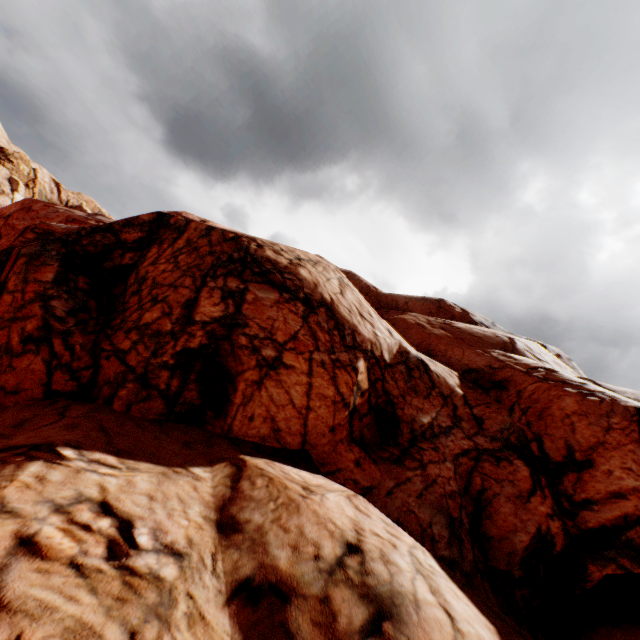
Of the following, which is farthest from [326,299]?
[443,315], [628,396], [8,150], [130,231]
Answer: [8,150]
